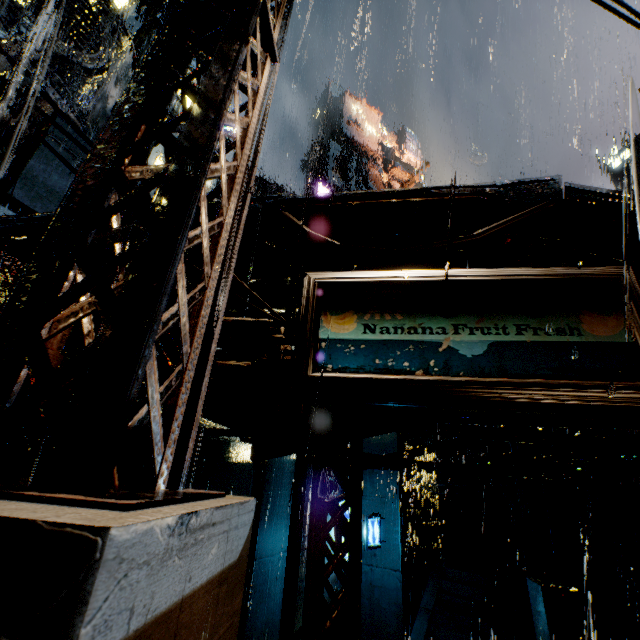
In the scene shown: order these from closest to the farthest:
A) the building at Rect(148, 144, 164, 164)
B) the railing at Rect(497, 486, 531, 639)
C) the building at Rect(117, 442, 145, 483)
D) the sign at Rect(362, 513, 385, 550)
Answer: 1. the building at Rect(117, 442, 145, 483)
2. the railing at Rect(497, 486, 531, 639)
3. the sign at Rect(362, 513, 385, 550)
4. the building at Rect(148, 144, 164, 164)

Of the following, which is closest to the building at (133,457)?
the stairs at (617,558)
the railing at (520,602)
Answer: the stairs at (617,558)

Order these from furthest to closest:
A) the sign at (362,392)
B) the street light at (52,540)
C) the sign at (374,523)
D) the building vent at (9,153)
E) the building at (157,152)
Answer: the building at (157,152) → the sign at (374,523) → the building vent at (9,153) → the sign at (362,392) → the street light at (52,540)

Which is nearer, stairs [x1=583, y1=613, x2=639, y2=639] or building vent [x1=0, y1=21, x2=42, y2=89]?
building vent [x1=0, y1=21, x2=42, y2=89]

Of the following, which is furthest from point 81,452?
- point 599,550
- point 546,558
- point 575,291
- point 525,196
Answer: point 599,550

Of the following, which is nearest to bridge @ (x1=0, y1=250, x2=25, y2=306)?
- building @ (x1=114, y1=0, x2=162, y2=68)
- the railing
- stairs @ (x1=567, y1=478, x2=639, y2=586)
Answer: building @ (x1=114, y1=0, x2=162, y2=68)

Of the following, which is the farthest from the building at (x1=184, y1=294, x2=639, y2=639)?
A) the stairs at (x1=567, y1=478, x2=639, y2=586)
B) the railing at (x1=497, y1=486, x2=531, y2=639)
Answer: the railing at (x1=497, y1=486, x2=531, y2=639)
